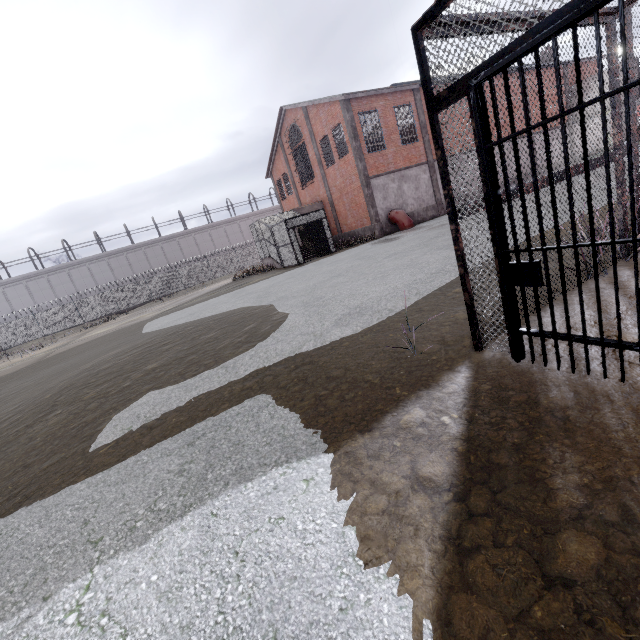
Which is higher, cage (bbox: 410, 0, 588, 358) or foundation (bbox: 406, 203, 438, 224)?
cage (bbox: 410, 0, 588, 358)

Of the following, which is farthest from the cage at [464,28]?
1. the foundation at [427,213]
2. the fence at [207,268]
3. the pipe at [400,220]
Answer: the foundation at [427,213]

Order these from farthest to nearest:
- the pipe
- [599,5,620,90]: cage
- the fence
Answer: the fence → the pipe → [599,5,620,90]: cage

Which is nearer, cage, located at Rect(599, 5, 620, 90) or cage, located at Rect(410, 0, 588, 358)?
cage, located at Rect(410, 0, 588, 358)

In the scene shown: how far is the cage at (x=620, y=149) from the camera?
3.9m

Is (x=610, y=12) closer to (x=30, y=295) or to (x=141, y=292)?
(x=141, y=292)

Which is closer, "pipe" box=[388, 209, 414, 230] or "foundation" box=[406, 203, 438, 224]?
"pipe" box=[388, 209, 414, 230]
